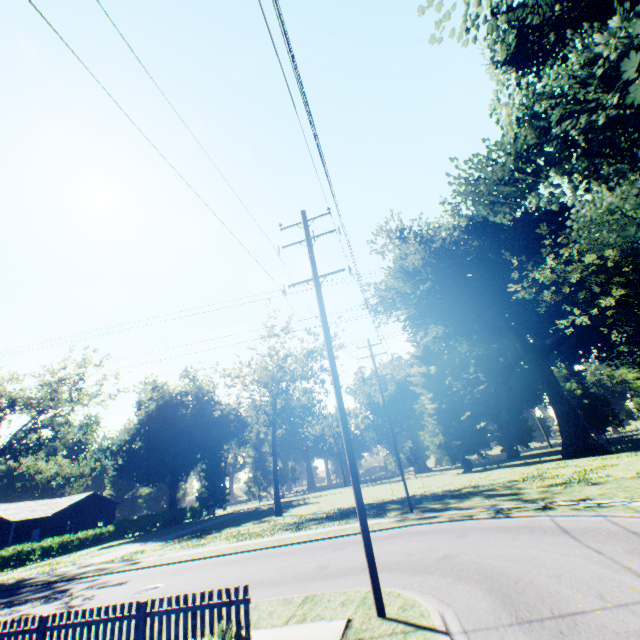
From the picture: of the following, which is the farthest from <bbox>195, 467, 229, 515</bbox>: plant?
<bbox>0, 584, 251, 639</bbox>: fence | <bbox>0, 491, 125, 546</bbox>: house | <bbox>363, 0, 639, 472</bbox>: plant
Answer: <bbox>363, 0, 639, 472</bbox>: plant

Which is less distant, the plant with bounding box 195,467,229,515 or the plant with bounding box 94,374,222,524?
the plant with bounding box 94,374,222,524

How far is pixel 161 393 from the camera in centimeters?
5294cm

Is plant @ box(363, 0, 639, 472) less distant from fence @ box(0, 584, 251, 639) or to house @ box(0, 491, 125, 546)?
fence @ box(0, 584, 251, 639)

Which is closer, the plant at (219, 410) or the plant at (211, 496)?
the plant at (219, 410)

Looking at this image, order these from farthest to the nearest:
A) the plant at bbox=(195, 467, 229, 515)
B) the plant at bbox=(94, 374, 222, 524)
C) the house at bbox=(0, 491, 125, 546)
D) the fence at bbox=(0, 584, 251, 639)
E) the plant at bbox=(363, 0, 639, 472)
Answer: the plant at bbox=(195, 467, 229, 515) < the plant at bbox=(94, 374, 222, 524) < the house at bbox=(0, 491, 125, 546) < the plant at bbox=(363, 0, 639, 472) < the fence at bbox=(0, 584, 251, 639)

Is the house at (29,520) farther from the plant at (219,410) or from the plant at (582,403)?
the plant at (582,403)

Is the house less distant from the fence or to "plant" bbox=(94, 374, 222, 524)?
"plant" bbox=(94, 374, 222, 524)
